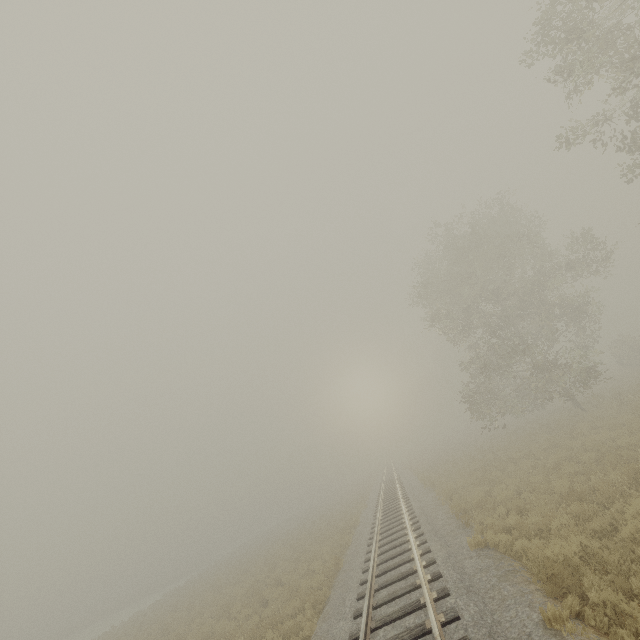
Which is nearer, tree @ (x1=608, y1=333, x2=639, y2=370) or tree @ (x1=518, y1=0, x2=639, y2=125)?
tree @ (x1=518, y1=0, x2=639, y2=125)

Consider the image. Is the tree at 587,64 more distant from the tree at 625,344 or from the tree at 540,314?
the tree at 625,344

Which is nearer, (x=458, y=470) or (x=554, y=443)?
(x=554, y=443)

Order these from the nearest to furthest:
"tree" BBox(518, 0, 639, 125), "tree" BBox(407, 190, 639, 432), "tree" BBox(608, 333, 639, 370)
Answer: "tree" BBox(518, 0, 639, 125), "tree" BBox(407, 190, 639, 432), "tree" BBox(608, 333, 639, 370)

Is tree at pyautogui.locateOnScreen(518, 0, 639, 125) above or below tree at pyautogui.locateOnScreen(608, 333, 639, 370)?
above

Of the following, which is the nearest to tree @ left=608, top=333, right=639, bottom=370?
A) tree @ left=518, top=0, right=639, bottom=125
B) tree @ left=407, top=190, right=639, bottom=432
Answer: tree @ left=407, top=190, right=639, bottom=432
